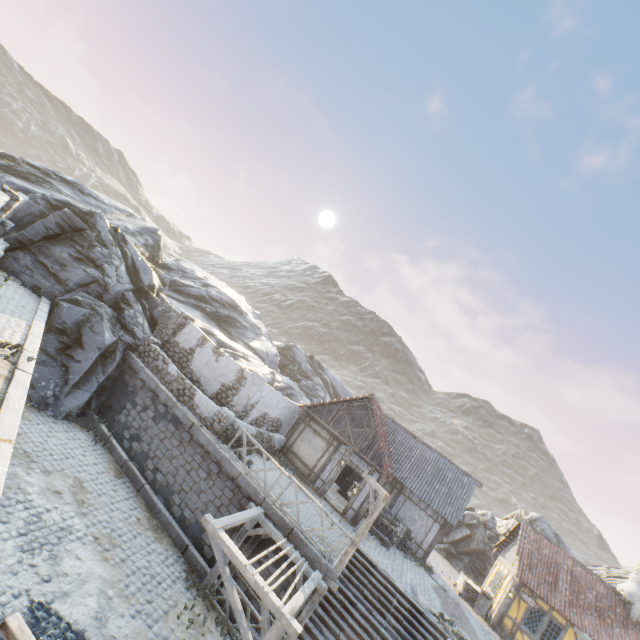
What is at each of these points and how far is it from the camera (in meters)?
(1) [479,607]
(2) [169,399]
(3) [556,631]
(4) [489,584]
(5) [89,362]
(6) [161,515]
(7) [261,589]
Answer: (1) washtub, 18.34
(2) stone blocks, 14.82
(3) building, 16.95
(4) building, 20.56
(5) rock, 14.67
(6) stone blocks, 12.37
(7) awning, 7.98

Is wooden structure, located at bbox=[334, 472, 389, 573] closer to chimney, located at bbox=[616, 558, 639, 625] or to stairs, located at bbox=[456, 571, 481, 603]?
stairs, located at bbox=[456, 571, 481, 603]

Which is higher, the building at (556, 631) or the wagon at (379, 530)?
the building at (556, 631)

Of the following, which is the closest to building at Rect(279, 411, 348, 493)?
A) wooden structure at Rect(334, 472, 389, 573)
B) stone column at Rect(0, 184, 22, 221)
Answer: wooden structure at Rect(334, 472, 389, 573)

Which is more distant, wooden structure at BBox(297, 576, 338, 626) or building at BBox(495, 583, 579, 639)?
building at BBox(495, 583, 579, 639)

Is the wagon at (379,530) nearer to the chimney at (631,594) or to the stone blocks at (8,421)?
the stone blocks at (8,421)

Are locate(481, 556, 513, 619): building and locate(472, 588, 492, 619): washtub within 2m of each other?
yes

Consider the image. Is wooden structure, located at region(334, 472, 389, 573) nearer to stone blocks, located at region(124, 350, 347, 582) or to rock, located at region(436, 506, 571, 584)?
stone blocks, located at region(124, 350, 347, 582)
